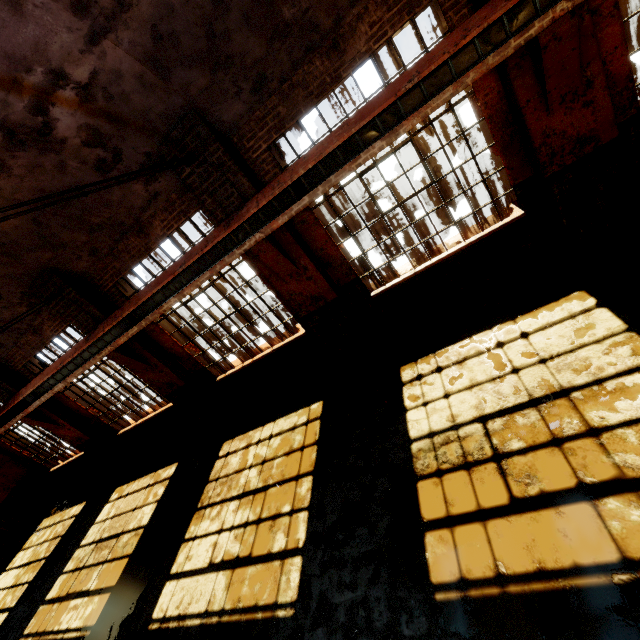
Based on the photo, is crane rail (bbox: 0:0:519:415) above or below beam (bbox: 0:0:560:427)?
above

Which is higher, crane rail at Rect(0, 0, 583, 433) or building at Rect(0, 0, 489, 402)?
building at Rect(0, 0, 489, 402)

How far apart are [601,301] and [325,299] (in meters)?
4.50

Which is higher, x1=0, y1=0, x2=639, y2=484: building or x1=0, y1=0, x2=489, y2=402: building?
x1=0, y1=0, x2=489, y2=402: building

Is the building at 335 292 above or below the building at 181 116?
below

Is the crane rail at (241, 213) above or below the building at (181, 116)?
below

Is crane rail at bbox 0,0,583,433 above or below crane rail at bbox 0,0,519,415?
below
